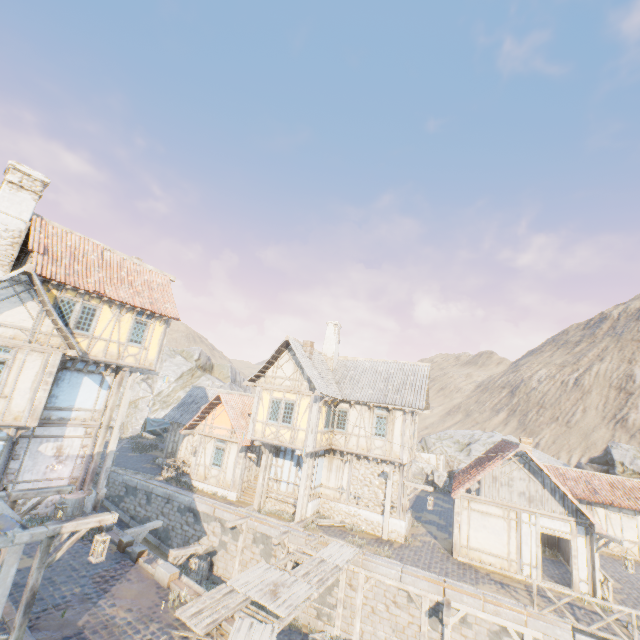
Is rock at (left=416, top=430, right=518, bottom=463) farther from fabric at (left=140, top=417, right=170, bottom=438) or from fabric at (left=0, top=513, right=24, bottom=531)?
fabric at (left=0, top=513, right=24, bottom=531)

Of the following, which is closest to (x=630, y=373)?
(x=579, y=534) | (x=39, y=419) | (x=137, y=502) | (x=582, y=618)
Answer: (x=579, y=534)

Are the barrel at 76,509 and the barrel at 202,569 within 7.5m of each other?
yes

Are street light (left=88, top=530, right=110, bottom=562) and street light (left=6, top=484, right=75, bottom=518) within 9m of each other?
yes

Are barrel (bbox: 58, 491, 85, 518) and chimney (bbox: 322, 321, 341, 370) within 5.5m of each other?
no

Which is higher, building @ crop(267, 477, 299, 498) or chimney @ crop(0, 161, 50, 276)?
chimney @ crop(0, 161, 50, 276)

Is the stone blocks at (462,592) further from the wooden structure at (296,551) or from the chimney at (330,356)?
the chimney at (330,356)

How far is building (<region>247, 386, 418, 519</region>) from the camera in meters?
17.9 m
